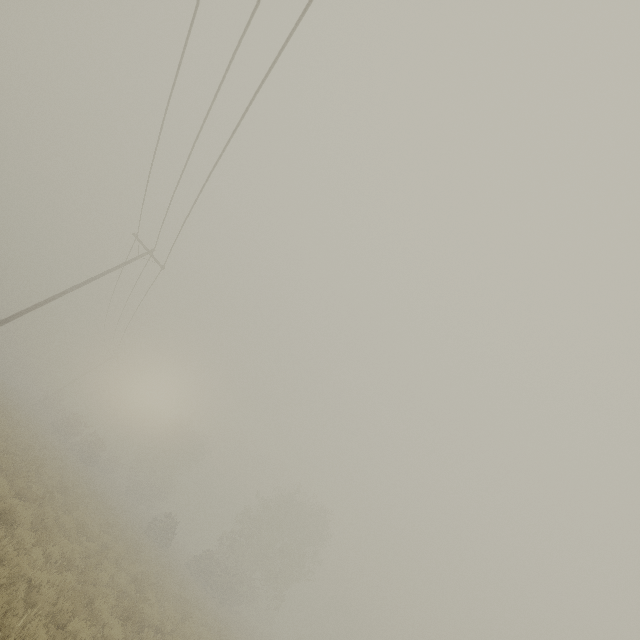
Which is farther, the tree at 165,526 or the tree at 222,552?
the tree at 222,552

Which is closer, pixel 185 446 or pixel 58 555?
pixel 58 555

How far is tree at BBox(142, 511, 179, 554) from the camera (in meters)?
29.76

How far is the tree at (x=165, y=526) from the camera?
29.76m

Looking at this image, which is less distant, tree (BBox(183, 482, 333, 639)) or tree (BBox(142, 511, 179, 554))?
tree (BBox(142, 511, 179, 554))
